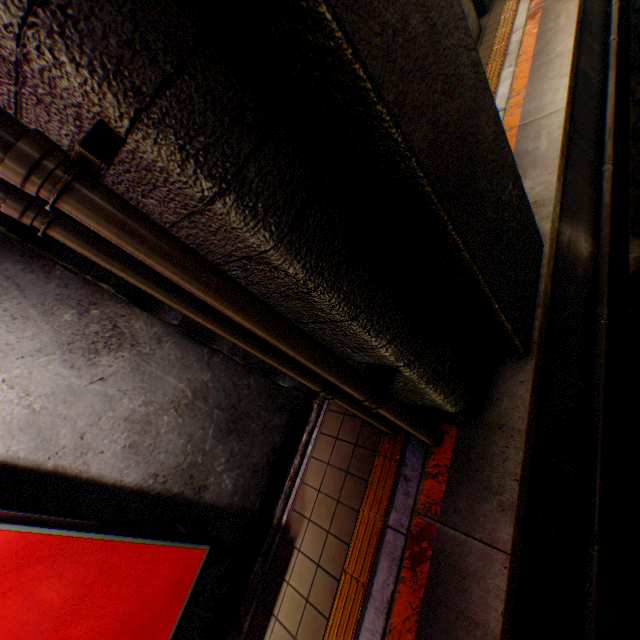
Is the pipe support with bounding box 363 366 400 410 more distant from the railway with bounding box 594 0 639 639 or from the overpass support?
the railway with bounding box 594 0 639 639

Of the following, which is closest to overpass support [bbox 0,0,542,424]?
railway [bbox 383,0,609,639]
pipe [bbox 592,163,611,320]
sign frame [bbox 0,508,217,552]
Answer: railway [bbox 383,0,609,639]

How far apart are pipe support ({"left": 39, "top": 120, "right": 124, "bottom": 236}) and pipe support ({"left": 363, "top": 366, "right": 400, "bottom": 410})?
2.5 meters

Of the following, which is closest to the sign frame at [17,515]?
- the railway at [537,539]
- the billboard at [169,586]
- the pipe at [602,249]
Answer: the billboard at [169,586]

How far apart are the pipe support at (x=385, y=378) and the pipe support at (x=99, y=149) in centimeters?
246cm

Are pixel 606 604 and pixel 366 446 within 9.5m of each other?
yes

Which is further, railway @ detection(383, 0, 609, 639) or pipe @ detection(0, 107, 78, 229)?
railway @ detection(383, 0, 609, 639)

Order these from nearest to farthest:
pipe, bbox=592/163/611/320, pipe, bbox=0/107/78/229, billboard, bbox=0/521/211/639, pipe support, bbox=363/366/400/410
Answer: pipe, bbox=0/107/78/229 → billboard, bbox=0/521/211/639 → pipe support, bbox=363/366/400/410 → pipe, bbox=592/163/611/320
